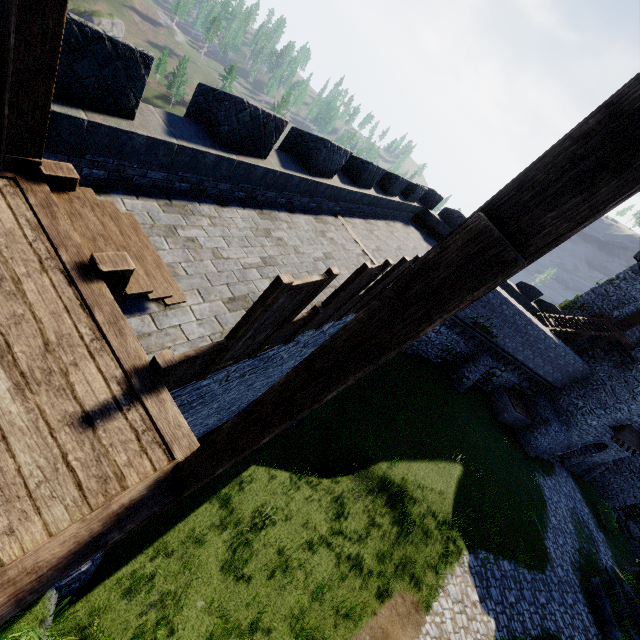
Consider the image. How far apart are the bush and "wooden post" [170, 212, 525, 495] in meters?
35.8 m

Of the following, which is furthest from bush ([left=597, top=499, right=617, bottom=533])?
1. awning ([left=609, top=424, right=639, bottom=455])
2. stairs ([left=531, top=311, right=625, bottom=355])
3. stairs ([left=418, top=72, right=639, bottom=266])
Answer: stairs ([left=418, top=72, right=639, bottom=266])

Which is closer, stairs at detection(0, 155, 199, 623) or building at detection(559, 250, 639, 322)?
stairs at detection(0, 155, 199, 623)

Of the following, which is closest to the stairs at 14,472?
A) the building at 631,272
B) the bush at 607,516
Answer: the building at 631,272

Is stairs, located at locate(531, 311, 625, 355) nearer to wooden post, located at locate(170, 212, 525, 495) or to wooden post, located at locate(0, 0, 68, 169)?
wooden post, located at locate(170, 212, 525, 495)

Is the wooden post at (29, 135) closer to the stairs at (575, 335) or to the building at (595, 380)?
the stairs at (575, 335)

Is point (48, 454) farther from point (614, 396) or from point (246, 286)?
point (614, 396)

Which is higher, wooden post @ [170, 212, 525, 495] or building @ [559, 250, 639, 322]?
building @ [559, 250, 639, 322]
